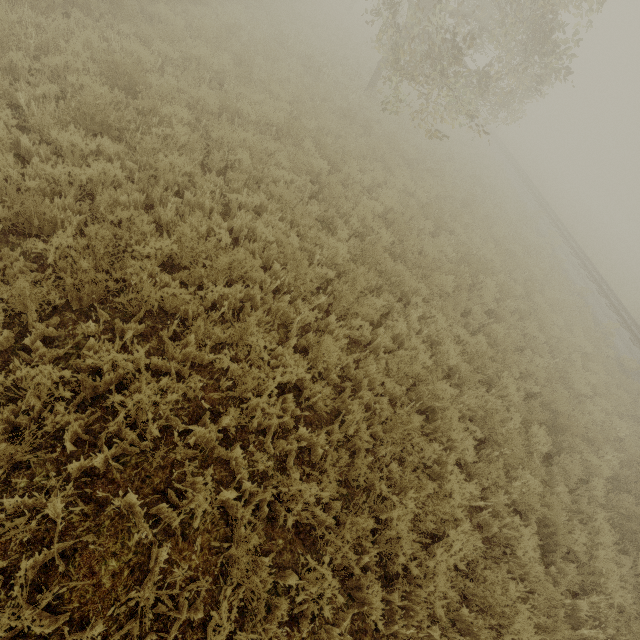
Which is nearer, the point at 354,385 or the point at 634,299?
the point at 354,385
